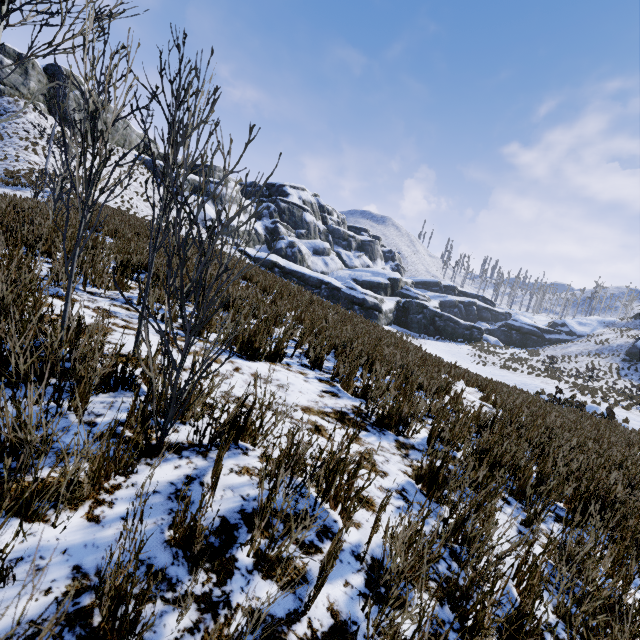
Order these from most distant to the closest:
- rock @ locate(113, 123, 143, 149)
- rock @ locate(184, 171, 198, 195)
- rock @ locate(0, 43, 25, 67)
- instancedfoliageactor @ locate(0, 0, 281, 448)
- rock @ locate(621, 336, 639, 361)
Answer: rock @ locate(184, 171, 198, 195)
rock @ locate(113, 123, 143, 149)
rock @ locate(621, 336, 639, 361)
rock @ locate(0, 43, 25, 67)
instancedfoliageactor @ locate(0, 0, 281, 448)

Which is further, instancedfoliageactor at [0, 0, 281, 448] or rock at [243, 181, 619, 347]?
rock at [243, 181, 619, 347]

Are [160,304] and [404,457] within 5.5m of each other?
yes

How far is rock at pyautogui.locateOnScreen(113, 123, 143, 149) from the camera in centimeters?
3653cm

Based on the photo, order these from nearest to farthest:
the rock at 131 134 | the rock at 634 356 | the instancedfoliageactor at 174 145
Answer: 1. the instancedfoliageactor at 174 145
2. the rock at 634 356
3. the rock at 131 134

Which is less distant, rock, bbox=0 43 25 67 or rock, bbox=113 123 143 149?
rock, bbox=0 43 25 67

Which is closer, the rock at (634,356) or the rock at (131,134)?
the rock at (634,356)
